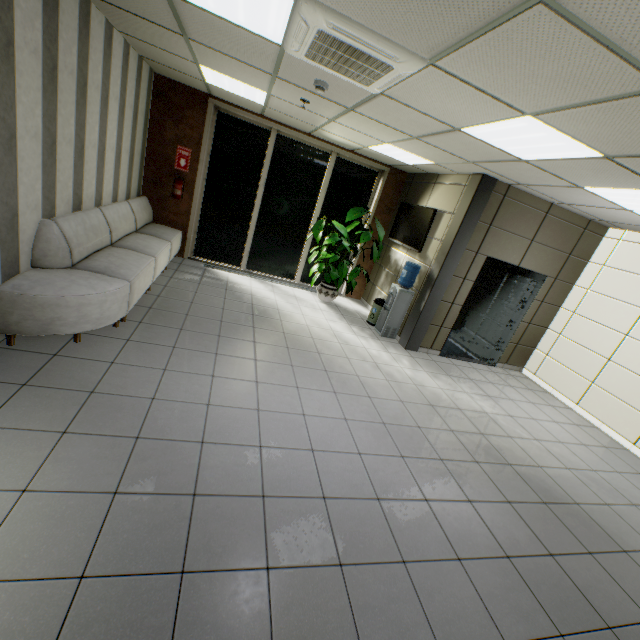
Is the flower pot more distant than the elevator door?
Yes

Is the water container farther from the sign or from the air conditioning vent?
the sign

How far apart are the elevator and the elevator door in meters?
0.0 m

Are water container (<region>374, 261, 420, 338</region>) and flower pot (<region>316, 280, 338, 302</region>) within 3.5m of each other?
yes

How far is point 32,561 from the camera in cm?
169

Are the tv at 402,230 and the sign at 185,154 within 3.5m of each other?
no

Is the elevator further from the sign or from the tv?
the sign

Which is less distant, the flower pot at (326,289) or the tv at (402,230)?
the tv at (402,230)
